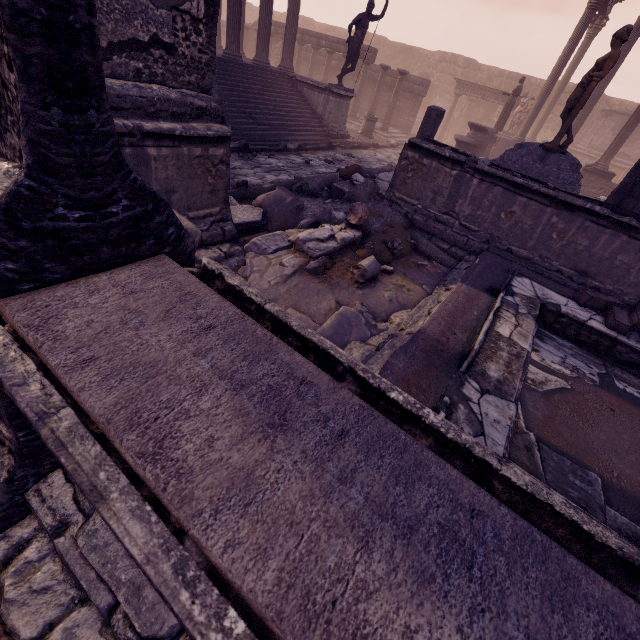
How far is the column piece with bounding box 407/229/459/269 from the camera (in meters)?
5.79

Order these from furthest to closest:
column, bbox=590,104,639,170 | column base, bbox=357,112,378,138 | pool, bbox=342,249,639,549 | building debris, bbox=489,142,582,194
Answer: column base, bbox=357,112,378,138
column, bbox=590,104,639,170
building debris, bbox=489,142,582,194
pool, bbox=342,249,639,549

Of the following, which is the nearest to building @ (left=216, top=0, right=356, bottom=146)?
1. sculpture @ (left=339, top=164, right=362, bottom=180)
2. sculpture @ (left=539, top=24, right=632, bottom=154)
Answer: sculpture @ (left=339, top=164, right=362, bottom=180)

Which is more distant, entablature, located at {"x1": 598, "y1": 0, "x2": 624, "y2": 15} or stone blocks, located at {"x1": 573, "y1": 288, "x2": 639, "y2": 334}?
entablature, located at {"x1": 598, "y1": 0, "x2": 624, "y2": 15}

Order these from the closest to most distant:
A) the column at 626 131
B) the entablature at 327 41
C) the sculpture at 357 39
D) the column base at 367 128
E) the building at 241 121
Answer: the building at 241 121
the sculpture at 357 39
the column at 626 131
the column base at 367 128
the entablature at 327 41

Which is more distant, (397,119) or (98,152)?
(397,119)

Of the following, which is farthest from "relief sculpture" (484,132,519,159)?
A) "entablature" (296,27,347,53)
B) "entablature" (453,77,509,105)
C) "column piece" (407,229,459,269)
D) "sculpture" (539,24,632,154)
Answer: "sculpture" (539,24,632,154)

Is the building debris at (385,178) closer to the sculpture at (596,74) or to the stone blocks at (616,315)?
the sculpture at (596,74)
